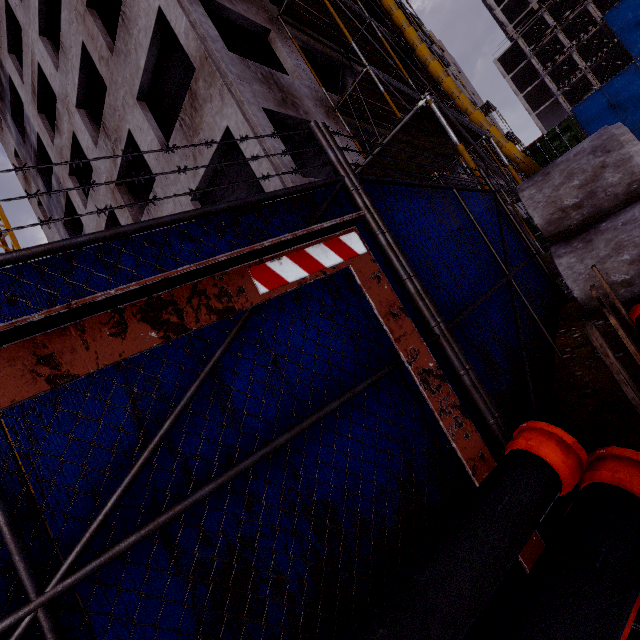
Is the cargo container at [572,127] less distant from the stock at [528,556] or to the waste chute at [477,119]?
the waste chute at [477,119]

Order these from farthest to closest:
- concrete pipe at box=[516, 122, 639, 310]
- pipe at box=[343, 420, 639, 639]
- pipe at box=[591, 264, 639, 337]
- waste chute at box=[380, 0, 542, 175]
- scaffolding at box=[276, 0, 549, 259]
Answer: waste chute at box=[380, 0, 542, 175]
scaffolding at box=[276, 0, 549, 259]
concrete pipe at box=[516, 122, 639, 310]
pipe at box=[591, 264, 639, 337]
pipe at box=[343, 420, 639, 639]

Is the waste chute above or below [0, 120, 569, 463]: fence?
above

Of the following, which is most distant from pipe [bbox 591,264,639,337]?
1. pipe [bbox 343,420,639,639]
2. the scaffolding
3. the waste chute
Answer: the waste chute

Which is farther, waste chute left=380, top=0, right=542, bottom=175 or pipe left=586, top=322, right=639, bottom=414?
waste chute left=380, top=0, right=542, bottom=175

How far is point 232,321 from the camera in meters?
1.5

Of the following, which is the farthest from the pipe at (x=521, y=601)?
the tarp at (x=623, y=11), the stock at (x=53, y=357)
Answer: the tarp at (x=623, y=11)

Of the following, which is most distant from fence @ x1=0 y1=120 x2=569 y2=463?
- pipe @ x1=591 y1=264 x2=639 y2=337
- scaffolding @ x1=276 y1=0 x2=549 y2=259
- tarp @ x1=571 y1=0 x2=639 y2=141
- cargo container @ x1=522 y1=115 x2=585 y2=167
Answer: tarp @ x1=571 y1=0 x2=639 y2=141
